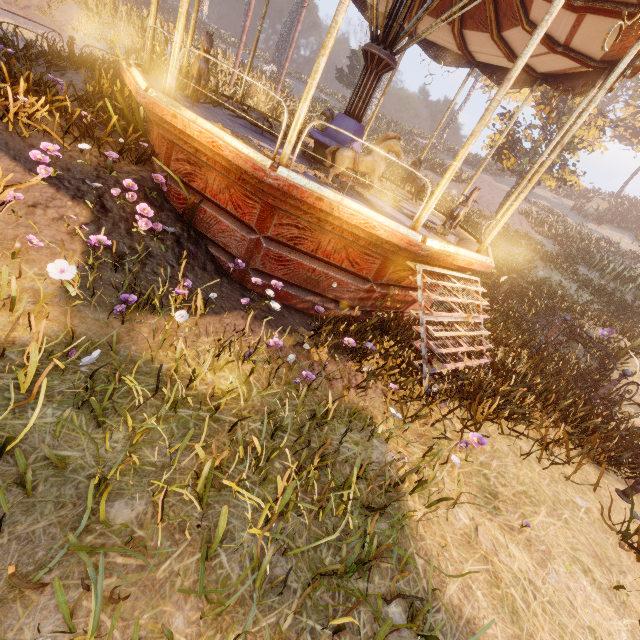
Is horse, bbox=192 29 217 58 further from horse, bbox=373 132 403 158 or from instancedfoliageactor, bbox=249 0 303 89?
horse, bbox=373 132 403 158

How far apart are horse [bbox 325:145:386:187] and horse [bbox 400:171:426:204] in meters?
4.3

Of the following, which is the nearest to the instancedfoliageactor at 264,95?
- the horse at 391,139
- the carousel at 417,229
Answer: the carousel at 417,229

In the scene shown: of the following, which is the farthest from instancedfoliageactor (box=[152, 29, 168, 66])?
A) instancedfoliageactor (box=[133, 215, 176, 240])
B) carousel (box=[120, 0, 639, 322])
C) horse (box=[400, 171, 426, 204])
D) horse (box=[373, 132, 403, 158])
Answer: instancedfoliageactor (box=[133, 215, 176, 240])

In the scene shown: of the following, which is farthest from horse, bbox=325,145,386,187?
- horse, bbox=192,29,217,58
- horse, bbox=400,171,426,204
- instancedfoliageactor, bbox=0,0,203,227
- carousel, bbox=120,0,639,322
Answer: horse, bbox=400,171,426,204

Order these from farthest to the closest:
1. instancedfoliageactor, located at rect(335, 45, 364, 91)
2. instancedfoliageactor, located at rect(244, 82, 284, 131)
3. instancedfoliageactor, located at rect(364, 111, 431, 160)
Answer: instancedfoliageactor, located at rect(335, 45, 364, 91), instancedfoliageactor, located at rect(364, 111, 431, 160), instancedfoliageactor, located at rect(244, 82, 284, 131)

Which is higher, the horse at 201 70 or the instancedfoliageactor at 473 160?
the instancedfoliageactor at 473 160

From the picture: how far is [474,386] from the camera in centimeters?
418cm
